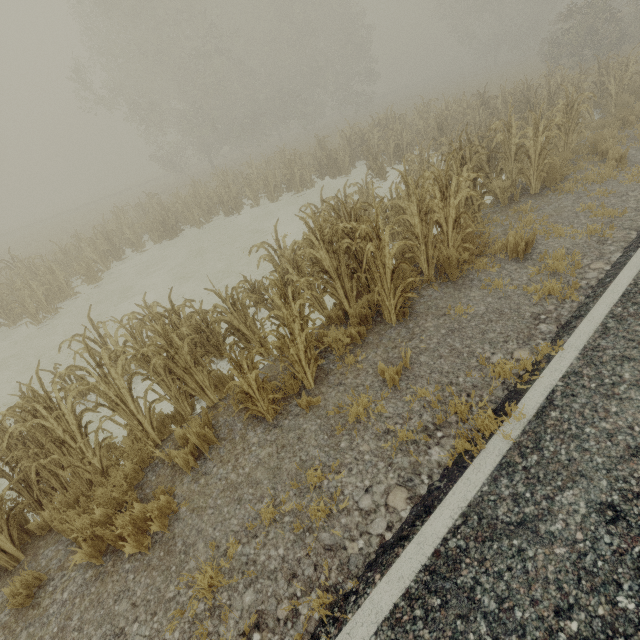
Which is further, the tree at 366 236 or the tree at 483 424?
the tree at 366 236

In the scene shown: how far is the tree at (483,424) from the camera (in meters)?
3.04

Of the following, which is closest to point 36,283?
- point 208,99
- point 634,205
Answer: point 634,205

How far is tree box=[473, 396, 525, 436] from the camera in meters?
3.0 m

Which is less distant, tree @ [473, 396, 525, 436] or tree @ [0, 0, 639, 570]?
tree @ [473, 396, 525, 436]
